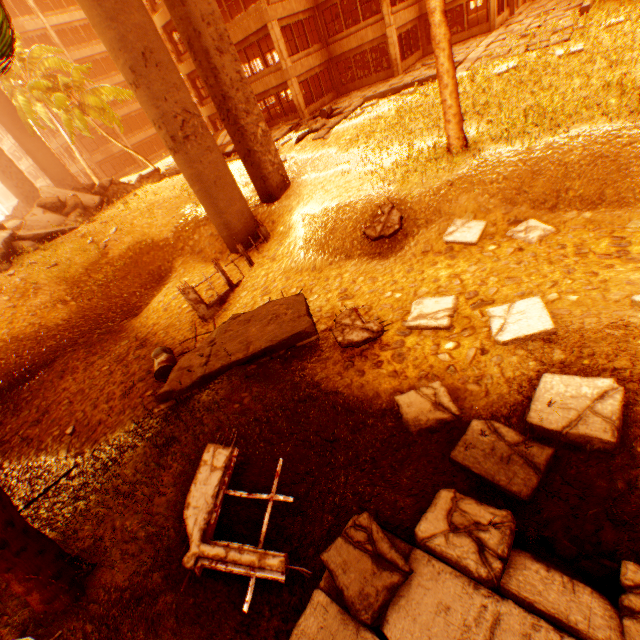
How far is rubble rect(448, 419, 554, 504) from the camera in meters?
3.6

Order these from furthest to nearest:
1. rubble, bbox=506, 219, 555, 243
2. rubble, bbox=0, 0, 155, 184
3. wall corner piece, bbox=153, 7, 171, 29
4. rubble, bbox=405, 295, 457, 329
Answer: wall corner piece, bbox=153, 7, 171, 29
rubble, bbox=0, 0, 155, 184
rubble, bbox=506, 219, 555, 243
rubble, bbox=405, 295, 457, 329

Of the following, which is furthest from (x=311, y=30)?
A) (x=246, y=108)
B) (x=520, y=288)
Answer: (x=520, y=288)

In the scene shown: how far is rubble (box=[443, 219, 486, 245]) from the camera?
8.15m

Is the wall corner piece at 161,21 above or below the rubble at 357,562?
above

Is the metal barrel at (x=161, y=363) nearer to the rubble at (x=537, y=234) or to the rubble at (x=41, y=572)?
the rubble at (x=41, y=572)

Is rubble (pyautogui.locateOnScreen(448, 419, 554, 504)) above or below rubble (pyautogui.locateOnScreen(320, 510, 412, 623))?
below
